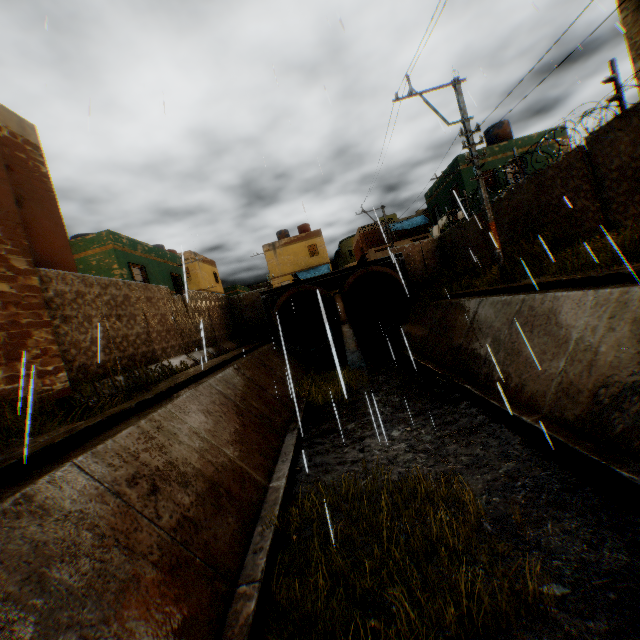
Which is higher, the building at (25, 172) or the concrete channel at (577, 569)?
the building at (25, 172)

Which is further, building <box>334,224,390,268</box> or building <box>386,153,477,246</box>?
building <box>334,224,390,268</box>

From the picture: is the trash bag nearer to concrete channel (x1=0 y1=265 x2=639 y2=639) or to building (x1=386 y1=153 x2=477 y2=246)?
concrete channel (x1=0 y1=265 x2=639 y2=639)

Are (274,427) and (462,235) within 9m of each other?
no

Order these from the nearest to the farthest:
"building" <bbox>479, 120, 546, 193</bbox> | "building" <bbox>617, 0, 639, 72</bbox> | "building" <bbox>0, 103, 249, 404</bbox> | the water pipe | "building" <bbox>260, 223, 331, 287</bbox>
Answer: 1. "building" <bbox>0, 103, 249, 404</bbox>
2. "building" <bbox>617, 0, 639, 72</bbox>
3. the water pipe
4. "building" <bbox>479, 120, 546, 193</bbox>
5. "building" <bbox>260, 223, 331, 287</bbox>

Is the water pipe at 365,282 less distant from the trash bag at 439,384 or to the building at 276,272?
the building at 276,272

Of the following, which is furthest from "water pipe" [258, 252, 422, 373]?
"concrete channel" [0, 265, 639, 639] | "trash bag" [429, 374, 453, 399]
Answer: "trash bag" [429, 374, 453, 399]
